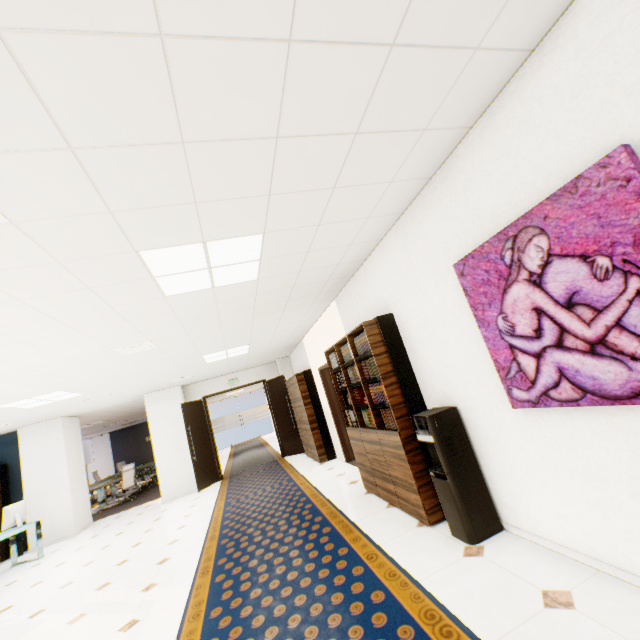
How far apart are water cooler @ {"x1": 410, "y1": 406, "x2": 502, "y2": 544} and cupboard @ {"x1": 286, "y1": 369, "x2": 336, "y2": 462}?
4.8 meters

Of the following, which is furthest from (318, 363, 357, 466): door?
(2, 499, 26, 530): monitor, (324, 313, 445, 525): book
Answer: (2, 499, 26, 530): monitor

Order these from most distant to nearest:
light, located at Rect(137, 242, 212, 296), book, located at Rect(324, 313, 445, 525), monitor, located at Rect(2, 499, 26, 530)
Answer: monitor, located at Rect(2, 499, 26, 530) < book, located at Rect(324, 313, 445, 525) < light, located at Rect(137, 242, 212, 296)

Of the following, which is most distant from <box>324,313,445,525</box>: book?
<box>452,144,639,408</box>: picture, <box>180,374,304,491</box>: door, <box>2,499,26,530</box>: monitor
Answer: <box>2,499,26,530</box>: monitor

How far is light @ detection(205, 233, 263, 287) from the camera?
2.7m

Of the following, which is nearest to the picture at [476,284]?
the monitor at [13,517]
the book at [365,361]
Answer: the book at [365,361]

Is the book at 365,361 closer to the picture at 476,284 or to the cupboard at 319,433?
the picture at 476,284

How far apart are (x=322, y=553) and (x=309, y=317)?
3.8 meters
